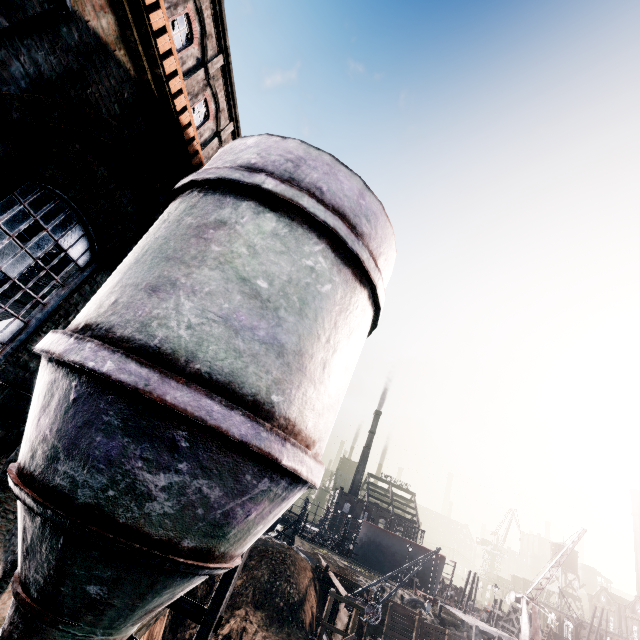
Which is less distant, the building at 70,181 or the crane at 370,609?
the building at 70,181

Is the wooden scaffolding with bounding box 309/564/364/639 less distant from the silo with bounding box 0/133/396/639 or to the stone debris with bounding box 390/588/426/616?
the stone debris with bounding box 390/588/426/616

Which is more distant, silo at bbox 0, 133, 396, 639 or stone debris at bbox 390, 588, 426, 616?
stone debris at bbox 390, 588, 426, 616

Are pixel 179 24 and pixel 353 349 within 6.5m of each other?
no

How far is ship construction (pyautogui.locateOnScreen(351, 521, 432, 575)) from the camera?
57.6 meters

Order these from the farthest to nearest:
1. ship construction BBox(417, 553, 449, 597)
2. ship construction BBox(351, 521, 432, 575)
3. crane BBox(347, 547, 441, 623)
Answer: ship construction BBox(351, 521, 432, 575), ship construction BBox(417, 553, 449, 597), crane BBox(347, 547, 441, 623)

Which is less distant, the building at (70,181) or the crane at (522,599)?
the building at (70,181)

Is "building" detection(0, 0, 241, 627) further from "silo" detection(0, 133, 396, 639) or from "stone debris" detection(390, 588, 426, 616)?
"stone debris" detection(390, 588, 426, 616)
